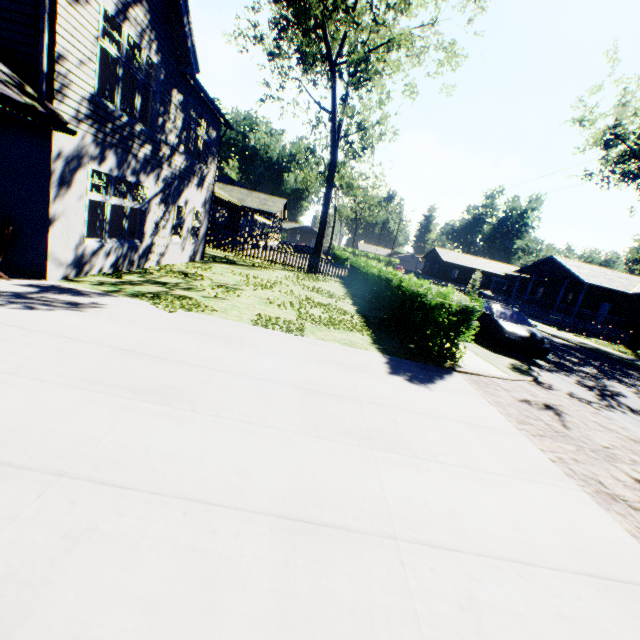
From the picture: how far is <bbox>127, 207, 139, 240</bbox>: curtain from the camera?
10.5m

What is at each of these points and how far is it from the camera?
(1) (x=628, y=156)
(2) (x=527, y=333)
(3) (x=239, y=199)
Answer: (1) tree, 23.2 meters
(2) car, 11.2 meters
(3) flat, 38.1 meters

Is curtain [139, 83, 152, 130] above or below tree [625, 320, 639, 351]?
above

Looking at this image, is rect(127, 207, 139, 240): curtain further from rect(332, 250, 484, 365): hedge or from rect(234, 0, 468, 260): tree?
rect(234, 0, 468, 260): tree

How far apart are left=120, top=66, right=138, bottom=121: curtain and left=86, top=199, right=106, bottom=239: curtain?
2.2 meters

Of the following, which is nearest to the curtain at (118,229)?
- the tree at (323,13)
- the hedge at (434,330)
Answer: the hedge at (434,330)

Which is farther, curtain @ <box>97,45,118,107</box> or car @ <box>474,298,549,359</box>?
car @ <box>474,298,549,359</box>

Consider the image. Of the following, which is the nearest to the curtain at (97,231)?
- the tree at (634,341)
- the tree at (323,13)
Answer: the tree at (323,13)
